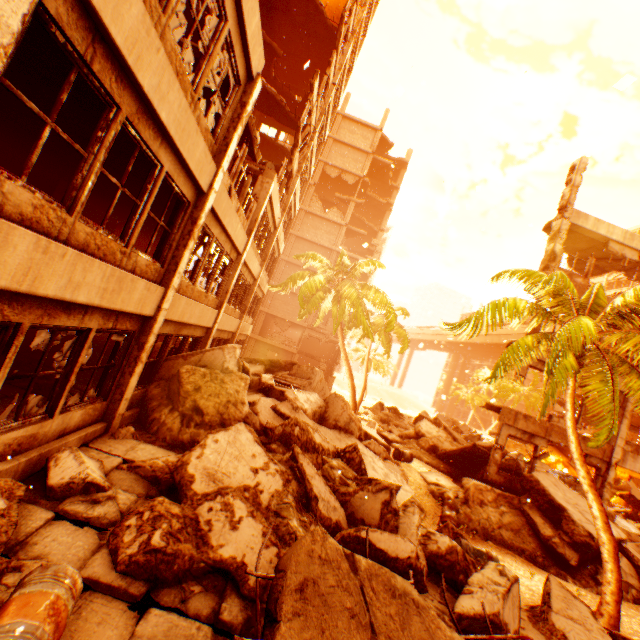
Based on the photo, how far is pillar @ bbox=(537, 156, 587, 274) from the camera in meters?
13.8 m

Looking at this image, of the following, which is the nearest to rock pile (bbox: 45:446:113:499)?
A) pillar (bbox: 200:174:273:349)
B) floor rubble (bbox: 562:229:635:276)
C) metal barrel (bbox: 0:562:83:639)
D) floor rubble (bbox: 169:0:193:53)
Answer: pillar (bbox: 200:174:273:349)

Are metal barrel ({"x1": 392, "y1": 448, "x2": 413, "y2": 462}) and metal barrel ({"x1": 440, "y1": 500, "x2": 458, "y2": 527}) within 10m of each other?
yes

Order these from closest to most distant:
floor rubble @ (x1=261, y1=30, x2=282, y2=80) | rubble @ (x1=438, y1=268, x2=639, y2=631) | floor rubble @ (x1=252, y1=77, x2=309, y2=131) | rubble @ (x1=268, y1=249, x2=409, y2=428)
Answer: rubble @ (x1=438, y1=268, x2=639, y2=631)
floor rubble @ (x1=252, y1=77, x2=309, y2=131)
floor rubble @ (x1=261, y1=30, x2=282, y2=80)
rubble @ (x1=268, y1=249, x2=409, y2=428)

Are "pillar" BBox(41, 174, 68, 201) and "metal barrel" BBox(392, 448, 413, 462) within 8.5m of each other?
no

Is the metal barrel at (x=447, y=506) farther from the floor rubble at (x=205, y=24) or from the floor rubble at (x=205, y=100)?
the floor rubble at (x=205, y=24)

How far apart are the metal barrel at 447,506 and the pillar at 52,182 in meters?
17.4 m

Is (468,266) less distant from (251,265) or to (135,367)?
(251,265)
